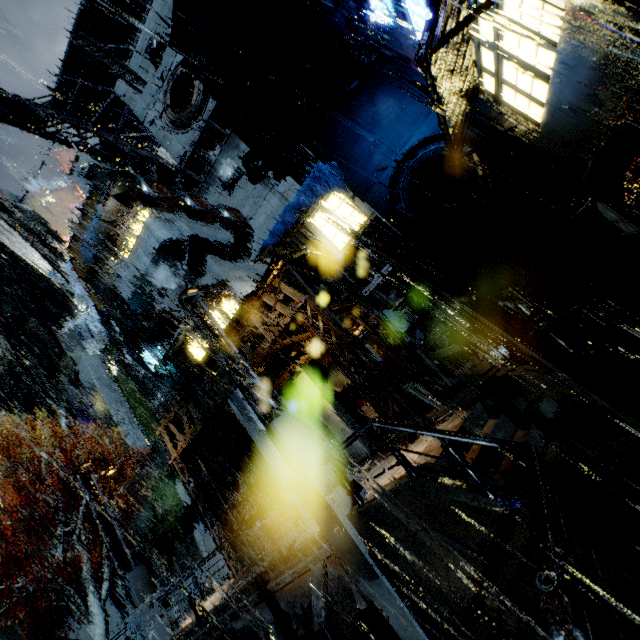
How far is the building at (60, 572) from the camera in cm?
2017

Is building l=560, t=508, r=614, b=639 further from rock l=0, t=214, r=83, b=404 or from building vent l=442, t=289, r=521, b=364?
rock l=0, t=214, r=83, b=404

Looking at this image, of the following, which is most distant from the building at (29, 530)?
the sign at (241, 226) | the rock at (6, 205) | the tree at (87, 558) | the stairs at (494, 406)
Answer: the rock at (6, 205)

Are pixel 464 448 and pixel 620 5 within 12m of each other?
yes

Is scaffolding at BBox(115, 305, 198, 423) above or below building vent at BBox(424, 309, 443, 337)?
above

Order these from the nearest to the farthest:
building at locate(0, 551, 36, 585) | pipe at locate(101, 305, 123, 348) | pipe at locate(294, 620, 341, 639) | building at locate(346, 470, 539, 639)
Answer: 1. building at locate(346, 470, 539, 639)
2. pipe at locate(294, 620, 341, 639)
3. building at locate(0, 551, 36, 585)
4. pipe at locate(101, 305, 123, 348)

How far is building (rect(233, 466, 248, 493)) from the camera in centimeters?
2461cm

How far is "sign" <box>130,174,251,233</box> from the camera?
16.7m
